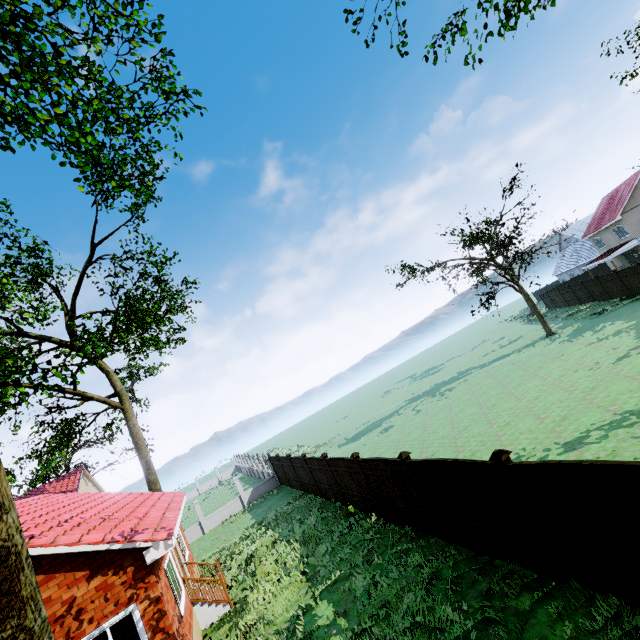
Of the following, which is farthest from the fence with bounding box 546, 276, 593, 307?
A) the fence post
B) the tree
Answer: the tree

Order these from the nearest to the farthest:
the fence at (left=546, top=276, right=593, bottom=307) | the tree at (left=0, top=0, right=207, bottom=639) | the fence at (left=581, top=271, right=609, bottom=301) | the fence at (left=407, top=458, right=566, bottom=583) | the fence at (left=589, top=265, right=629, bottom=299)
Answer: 1. the tree at (left=0, top=0, right=207, bottom=639)
2. the fence at (left=407, top=458, right=566, bottom=583)
3. the fence at (left=589, top=265, right=629, bottom=299)
4. the fence at (left=581, top=271, right=609, bottom=301)
5. the fence at (left=546, top=276, right=593, bottom=307)

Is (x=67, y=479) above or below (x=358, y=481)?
above

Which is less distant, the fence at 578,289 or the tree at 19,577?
the tree at 19,577

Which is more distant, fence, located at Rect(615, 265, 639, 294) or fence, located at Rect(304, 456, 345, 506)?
fence, located at Rect(615, 265, 639, 294)

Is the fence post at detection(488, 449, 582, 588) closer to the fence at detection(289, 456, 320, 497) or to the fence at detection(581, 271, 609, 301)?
the fence at detection(289, 456, 320, 497)

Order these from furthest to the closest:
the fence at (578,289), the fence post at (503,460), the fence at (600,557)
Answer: the fence at (578,289) → the fence post at (503,460) → the fence at (600,557)

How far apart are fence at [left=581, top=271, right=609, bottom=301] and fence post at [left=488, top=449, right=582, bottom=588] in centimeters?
3486cm
